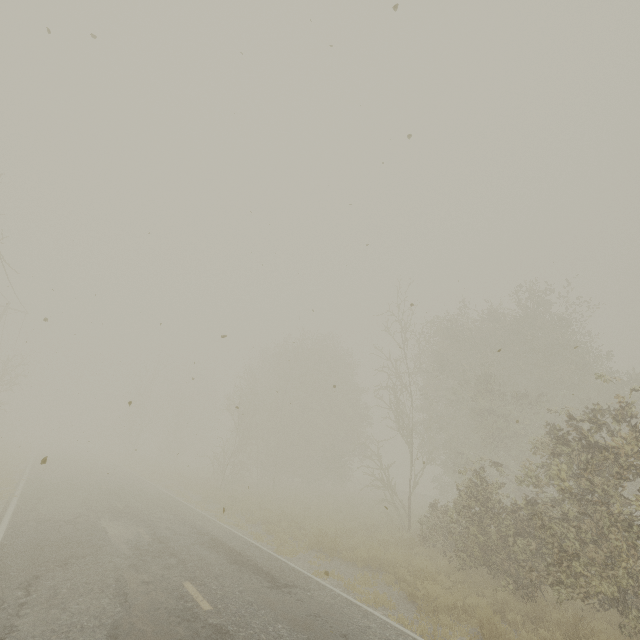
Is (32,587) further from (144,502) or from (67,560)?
(144,502)
